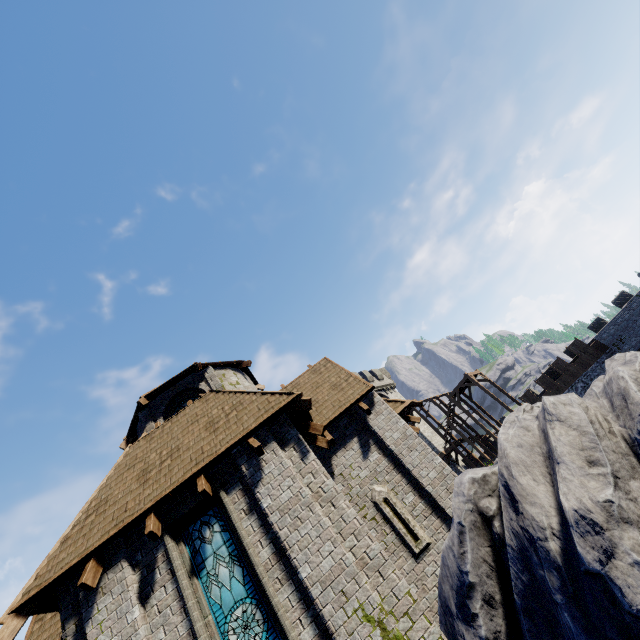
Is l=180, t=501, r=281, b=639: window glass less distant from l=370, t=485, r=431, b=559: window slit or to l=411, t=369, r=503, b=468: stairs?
l=370, t=485, r=431, b=559: window slit

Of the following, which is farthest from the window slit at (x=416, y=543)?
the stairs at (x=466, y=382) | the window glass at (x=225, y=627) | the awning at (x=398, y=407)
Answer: the stairs at (x=466, y=382)

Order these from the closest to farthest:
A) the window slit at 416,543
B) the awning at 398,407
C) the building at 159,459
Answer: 1. the building at 159,459
2. the window slit at 416,543
3. the awning at 398,407

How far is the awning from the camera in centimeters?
1105cm

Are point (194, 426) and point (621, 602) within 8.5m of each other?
no

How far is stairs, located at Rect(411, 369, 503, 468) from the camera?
32.0m

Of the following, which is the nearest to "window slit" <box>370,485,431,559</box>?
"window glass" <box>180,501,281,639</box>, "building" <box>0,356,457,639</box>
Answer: "building" <box>0,356,457,639</box>

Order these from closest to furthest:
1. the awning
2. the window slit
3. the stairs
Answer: the window slit < the awning < the stairs
